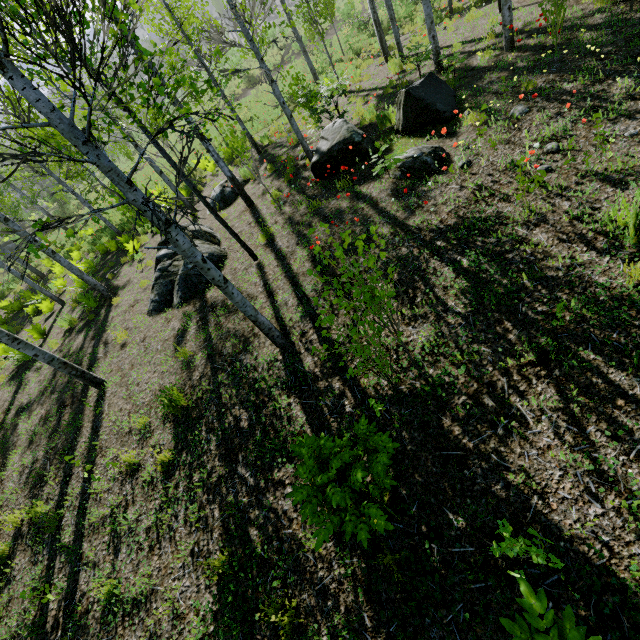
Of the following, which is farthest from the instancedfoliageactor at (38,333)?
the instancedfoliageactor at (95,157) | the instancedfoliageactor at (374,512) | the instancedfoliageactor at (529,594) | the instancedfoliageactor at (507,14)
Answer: the instancedfoliageactor at (529,594)

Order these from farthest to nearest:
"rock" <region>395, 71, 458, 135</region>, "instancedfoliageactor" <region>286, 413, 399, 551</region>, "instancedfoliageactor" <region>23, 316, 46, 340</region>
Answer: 1. "instancedfoliageactor" <region>23, 316, 46, 340</region>
2. "rock" <region>395, 71, 458, 135</region>
3. "instancedfoliageactor" <region>286, 413, 399, 551</region>

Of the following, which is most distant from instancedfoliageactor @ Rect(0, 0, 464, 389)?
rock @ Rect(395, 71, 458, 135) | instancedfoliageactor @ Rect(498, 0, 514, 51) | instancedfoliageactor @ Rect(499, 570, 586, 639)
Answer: instancedfoliageactor @ Rect(499, 570, 586, 639)

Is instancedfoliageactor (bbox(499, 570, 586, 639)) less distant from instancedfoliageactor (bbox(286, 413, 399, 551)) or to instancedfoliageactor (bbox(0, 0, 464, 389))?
instancedfoliageactor (bbox(286, 413, 399, 551))

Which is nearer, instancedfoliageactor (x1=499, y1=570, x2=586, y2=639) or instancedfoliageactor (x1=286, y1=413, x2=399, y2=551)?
instancedfoliageactor (x1=499, y1=570, x2=586, y2=639)

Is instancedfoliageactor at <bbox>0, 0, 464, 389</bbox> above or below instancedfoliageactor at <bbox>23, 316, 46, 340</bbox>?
above

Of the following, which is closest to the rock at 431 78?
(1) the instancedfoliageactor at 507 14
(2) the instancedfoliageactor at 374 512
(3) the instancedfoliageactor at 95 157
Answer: (1) the instancedfoliageactor at 507 14

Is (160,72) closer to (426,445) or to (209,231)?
(209,231)
